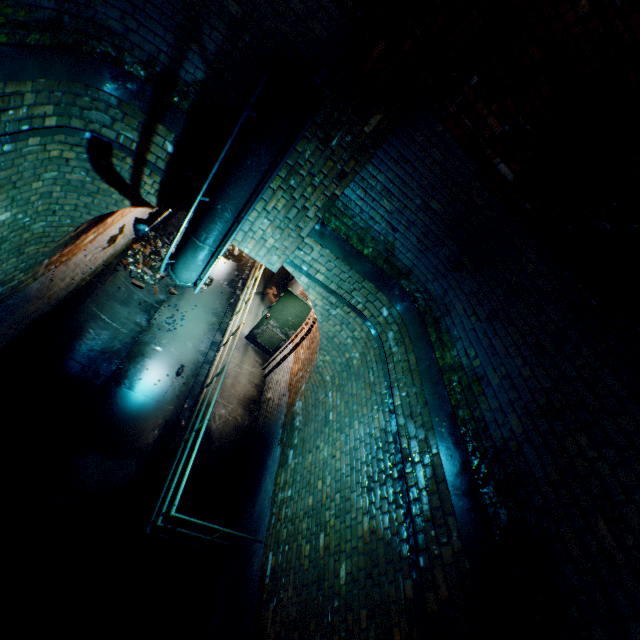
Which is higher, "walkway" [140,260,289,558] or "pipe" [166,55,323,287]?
"pipe" [166,55,323,287]

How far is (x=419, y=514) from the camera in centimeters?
297cm

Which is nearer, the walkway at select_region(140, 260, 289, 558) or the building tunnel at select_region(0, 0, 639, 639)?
the building tunnel at select_region(0, 0, 639, 639)

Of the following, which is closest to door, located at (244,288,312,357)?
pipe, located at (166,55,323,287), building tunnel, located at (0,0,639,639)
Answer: building tunnel, located at (0,0,639,639)

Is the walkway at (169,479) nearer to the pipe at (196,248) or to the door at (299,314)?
the door at (299,314)

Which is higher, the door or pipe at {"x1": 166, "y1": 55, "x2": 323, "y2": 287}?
pipe at {"x1": 166, "y1": 55, "x2": 323, "y2": 287}

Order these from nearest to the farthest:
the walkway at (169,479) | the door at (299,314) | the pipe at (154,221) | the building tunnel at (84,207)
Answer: the building tunnel at (84,207)
the pipe at (154,221)
the walkway at (169,479)
the door at (299,314)
